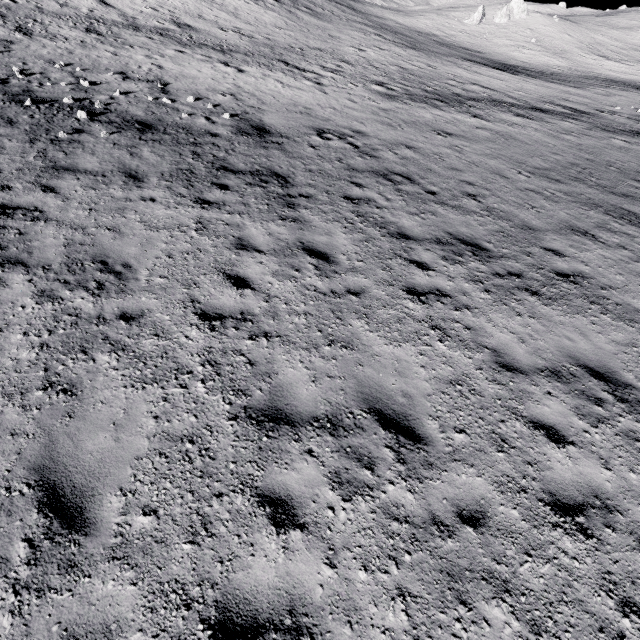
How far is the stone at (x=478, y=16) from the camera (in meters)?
53.12

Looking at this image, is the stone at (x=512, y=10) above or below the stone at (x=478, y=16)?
above

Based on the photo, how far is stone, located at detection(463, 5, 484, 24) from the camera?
53.12m

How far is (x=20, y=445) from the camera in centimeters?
388cm

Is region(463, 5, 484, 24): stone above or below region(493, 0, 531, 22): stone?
below
